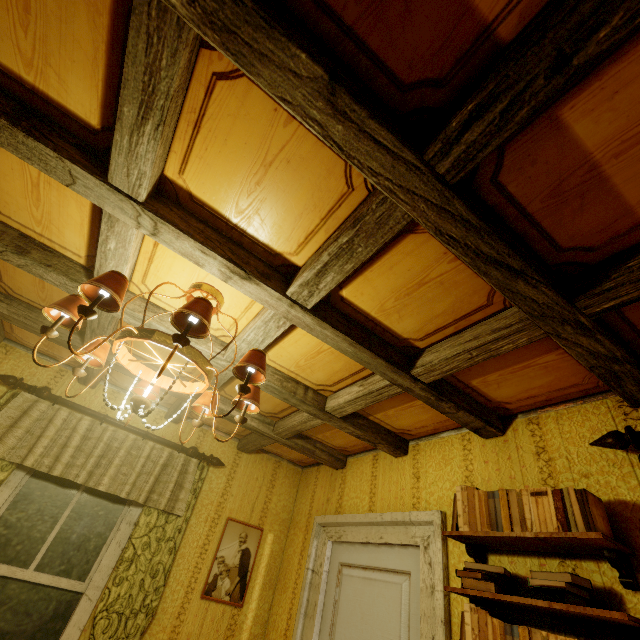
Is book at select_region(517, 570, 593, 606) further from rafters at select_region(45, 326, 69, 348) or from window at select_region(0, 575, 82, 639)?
window at select_region(0, 575, 82, 639)

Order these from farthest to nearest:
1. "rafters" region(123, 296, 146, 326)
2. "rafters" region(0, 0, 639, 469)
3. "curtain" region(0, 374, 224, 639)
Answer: "curtain" region(0, 374, 224, 639), "rafters" region(123, 296, 146, 326), "rafters" region(0, 0, 639, 469)

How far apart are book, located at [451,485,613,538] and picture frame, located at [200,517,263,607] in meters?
2.3 m

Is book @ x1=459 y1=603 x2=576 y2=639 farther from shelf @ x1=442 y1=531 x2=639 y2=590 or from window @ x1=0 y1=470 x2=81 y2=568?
window @ x1=0 y1=470 x2=81 y2=568

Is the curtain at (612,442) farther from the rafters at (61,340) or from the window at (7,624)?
the window at (7,624)

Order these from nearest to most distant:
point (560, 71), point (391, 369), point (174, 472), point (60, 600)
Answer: point (560, 71), point (391, 369), point (60, 600), point (174, 472)

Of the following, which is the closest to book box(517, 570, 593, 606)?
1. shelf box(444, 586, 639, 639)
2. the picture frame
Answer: shelf box(444, 586, 639, 639)

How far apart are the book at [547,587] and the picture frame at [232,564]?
2.6 meters
